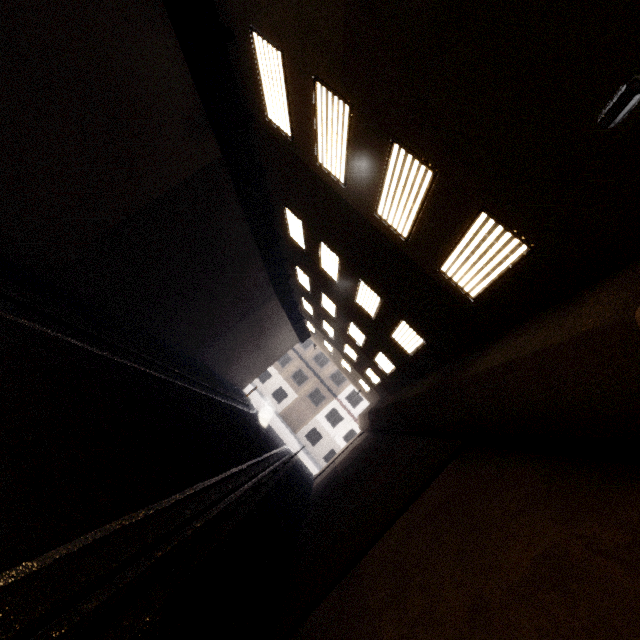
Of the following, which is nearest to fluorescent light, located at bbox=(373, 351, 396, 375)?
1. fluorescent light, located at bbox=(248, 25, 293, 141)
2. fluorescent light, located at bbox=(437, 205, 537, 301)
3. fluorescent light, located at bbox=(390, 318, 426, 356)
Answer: fluorescent light, located at bbox=(390, 318, 426, 356)

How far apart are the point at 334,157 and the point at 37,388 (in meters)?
7.08

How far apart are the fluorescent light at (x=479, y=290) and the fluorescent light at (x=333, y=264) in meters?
4.3

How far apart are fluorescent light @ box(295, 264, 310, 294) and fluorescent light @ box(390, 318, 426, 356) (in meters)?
5.29

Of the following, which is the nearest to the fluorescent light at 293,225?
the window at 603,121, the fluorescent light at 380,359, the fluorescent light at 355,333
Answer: the fluorescent light at 355,333

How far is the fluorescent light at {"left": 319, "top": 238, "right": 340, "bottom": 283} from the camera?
10.72m

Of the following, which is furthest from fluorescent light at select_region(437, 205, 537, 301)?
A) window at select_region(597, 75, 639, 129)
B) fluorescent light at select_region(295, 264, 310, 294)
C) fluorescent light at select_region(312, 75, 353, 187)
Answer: fluorescent light at select_region(295, 264, 310, 294)

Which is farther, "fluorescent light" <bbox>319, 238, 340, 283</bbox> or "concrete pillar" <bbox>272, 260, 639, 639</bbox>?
"fluorescent light" <bbox>319, 238, 340, 283</bbox>
